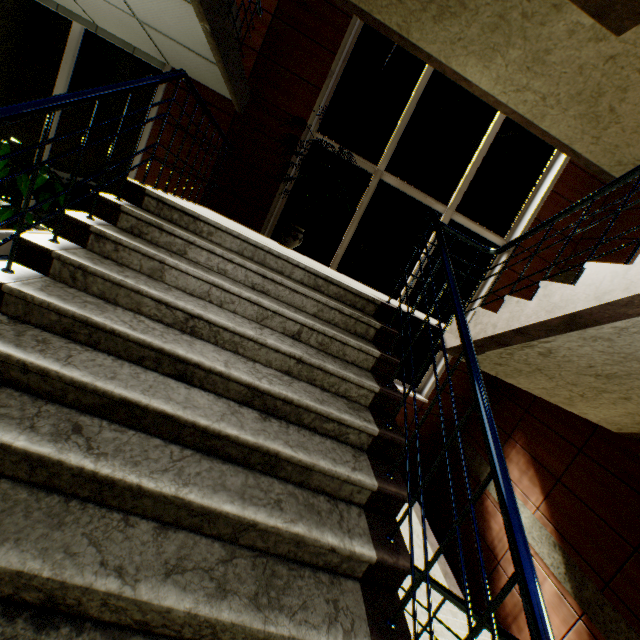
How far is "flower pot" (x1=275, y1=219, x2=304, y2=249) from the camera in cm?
447

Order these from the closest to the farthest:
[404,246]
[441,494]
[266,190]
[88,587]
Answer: [88,587], [266,190], [404,246], [441,494]

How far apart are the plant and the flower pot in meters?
3.0 m

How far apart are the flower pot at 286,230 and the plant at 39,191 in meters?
3.0

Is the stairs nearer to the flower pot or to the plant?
the flower pot

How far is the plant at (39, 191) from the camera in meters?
4.0 m

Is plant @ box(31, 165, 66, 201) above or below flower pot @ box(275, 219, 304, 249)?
below

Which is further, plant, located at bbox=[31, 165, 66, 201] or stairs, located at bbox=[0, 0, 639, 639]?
plant, located at bbox=[31, 165, 66, 201]
